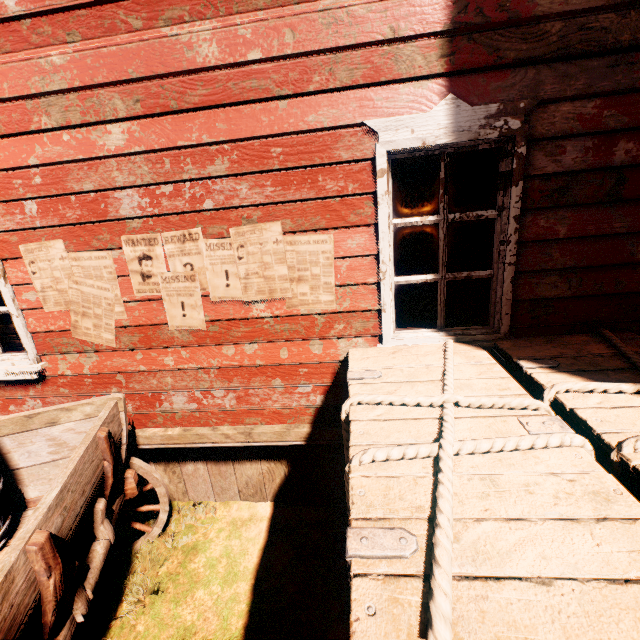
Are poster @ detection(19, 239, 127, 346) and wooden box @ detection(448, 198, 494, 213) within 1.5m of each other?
no

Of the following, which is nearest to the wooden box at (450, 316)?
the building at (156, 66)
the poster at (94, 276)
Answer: the building at (156, 66)

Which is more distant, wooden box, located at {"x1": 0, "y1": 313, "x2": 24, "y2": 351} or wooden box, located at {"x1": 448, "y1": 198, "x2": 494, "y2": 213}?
wooden box, located at {"x1": 0, "y1": 313, "x2": 24, "y2": 351}

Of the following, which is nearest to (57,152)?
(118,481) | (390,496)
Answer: (118,481)

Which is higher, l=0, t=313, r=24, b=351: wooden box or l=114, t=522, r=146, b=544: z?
l=0, t=313, r=24, b=351: wooden box

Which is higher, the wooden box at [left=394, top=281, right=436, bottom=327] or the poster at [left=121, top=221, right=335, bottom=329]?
the poster at [left=121, top=221, right=335, bottom=329]

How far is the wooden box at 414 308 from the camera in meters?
2.9

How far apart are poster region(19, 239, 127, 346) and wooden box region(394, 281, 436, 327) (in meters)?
2.28
